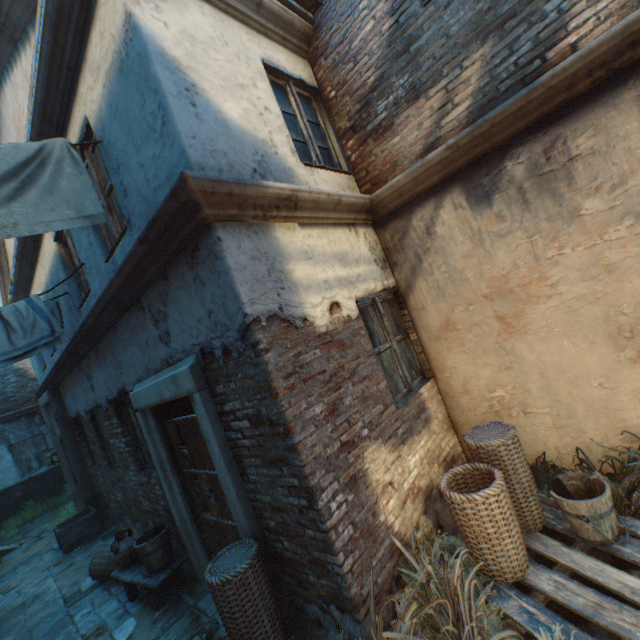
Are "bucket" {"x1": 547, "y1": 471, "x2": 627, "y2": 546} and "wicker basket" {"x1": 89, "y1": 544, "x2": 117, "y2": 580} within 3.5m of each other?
no

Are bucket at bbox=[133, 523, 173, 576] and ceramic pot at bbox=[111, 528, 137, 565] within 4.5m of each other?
yes

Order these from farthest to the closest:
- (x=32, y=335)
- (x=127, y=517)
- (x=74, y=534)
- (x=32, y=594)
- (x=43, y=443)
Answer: (x=43, y=443)
(x=74, y=534)
(x=127, y=517)
(x=32, y=594)
(x=32, y=335)

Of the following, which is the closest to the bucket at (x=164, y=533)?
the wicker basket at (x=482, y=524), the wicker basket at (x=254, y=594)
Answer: the wicker basket at (x=254, y=594)

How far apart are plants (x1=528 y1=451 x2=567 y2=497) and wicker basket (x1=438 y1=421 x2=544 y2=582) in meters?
0.6 m

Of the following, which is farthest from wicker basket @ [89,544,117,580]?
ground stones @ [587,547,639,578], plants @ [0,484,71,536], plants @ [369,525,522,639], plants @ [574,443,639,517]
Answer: plants @ [0,484,71,536]

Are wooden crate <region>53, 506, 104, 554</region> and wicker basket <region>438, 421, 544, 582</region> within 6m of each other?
no

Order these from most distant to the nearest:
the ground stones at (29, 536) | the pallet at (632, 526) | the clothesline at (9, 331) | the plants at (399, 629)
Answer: the ground stones at (29, 536) < the clothesline at (9, 331) < the pallet at (632, 526) < the plants at (399, 629)
